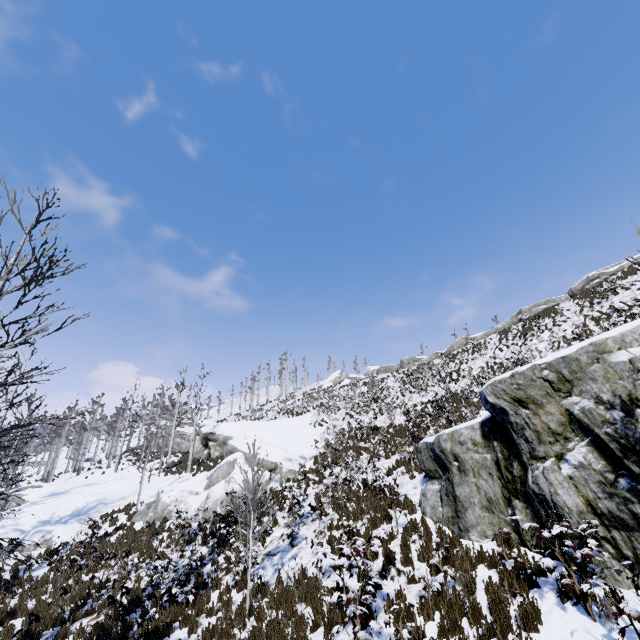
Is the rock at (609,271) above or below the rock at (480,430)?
above

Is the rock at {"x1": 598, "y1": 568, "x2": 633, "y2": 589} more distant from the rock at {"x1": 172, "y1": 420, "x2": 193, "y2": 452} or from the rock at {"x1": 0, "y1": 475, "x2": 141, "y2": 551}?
the rock at {"x1": 172, "y1": 420, "x2": 193, "y2": 452}

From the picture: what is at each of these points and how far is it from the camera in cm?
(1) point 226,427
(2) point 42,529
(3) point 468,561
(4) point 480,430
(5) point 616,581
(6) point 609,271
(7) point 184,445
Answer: (1) rock, 2833
(2) rock, 1739
(3) instancedfoliageactor, 641
(4) rock, 891
(5) rock, 515
(6) rock, 3234
(7) rock, 3744

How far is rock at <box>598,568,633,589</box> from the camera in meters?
5.0 m

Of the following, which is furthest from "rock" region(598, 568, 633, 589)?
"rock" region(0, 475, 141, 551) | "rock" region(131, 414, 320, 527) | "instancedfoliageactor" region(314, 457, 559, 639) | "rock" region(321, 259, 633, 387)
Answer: "rock" region(321, 259, 633, 387)

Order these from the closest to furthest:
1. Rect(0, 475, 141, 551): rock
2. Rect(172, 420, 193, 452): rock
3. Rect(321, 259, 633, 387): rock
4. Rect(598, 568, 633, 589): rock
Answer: Rect(598, 568, 633, 589): rock < Rect(0, 475, 141, 551): rock < Rect(321, 259, 633, 387): rock < Rect(172, 420, 193, 452): rock

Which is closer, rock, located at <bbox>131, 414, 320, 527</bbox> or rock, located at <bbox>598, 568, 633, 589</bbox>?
rock, located at <bbox>598, 568, 633, 589</bbox>

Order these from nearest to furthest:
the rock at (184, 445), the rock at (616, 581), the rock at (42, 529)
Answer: the rock at (616, 581)
the rock at (42, 529)
the rock at (184, 445)
